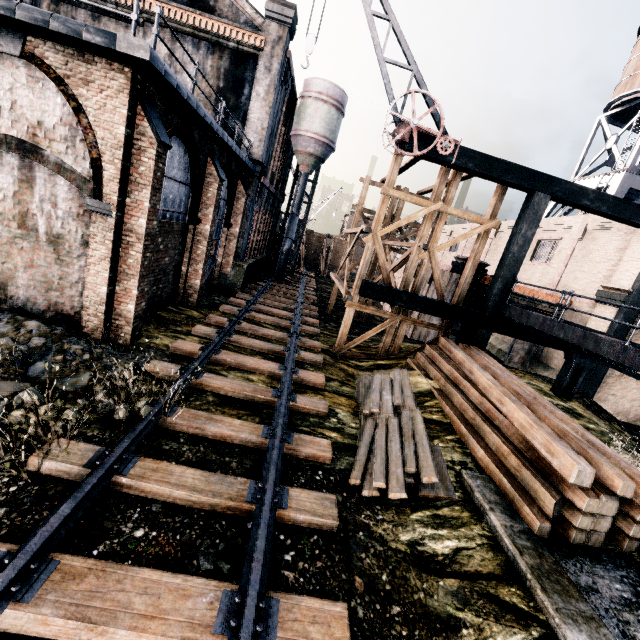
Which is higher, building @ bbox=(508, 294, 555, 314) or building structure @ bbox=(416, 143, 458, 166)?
building structure @ bbox=(416, 143, 458, 166)

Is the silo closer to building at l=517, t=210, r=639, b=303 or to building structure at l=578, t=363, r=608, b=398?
building at l=517, t=210, r=639, b=303

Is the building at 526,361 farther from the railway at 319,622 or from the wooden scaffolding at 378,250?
the railway at 319,622

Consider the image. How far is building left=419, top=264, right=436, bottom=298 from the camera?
20.5 meters

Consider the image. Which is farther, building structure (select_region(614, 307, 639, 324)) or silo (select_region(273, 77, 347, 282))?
silo (select_region(273, 77, 347, 282))

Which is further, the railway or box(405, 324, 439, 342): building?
box(405, 324, 439, 342): building

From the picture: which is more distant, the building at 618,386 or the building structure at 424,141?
the building at 618,386

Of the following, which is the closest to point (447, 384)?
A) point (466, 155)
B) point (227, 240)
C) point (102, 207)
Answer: point (466, 155)
